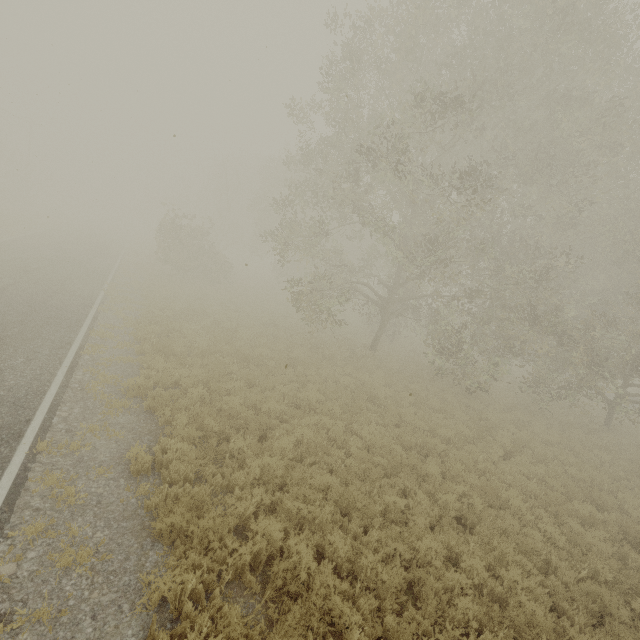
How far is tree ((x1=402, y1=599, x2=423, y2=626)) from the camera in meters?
5.0

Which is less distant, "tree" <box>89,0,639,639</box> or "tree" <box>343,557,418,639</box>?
"tree" <box>343,557,418,639</box>

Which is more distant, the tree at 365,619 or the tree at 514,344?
the tree at 514,344

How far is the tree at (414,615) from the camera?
5.04m

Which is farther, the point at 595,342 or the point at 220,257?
the point at 220,257
